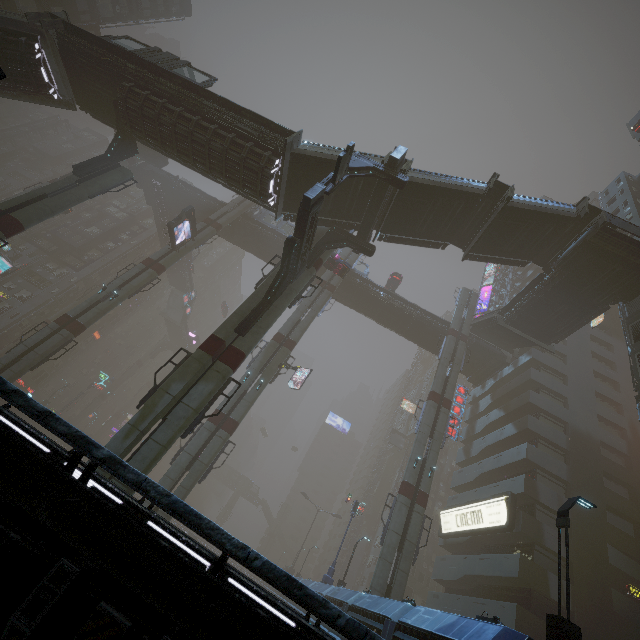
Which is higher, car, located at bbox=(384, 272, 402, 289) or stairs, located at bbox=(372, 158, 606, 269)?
car, located at bbox=(384, 272, 402, 289)

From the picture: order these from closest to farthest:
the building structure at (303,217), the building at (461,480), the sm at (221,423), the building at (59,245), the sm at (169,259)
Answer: the sm at (221,423) < the building structure at (303,217) < the building at (461,480) < the sm at (169,259) < the building at (59,245)

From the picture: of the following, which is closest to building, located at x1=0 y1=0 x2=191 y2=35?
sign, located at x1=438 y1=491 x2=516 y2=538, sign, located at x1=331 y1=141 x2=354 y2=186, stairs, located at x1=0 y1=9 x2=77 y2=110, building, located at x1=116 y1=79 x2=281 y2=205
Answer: sign, located at x1=438 y1=491 x2=516 y2=538

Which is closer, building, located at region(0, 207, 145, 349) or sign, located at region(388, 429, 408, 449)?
building, located at region(0, 207, 145, 349)

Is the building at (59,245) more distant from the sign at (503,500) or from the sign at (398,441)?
the sign at (398,441)

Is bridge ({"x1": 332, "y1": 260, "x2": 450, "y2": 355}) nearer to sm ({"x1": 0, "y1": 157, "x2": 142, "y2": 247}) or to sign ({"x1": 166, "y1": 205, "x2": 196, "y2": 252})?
sm ({"x1": 0, "y1": 157, "x2": 142, "y2": 247})

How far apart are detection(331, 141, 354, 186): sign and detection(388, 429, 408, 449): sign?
52.1 meters

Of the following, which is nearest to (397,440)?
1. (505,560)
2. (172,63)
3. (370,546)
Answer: (370,546)
